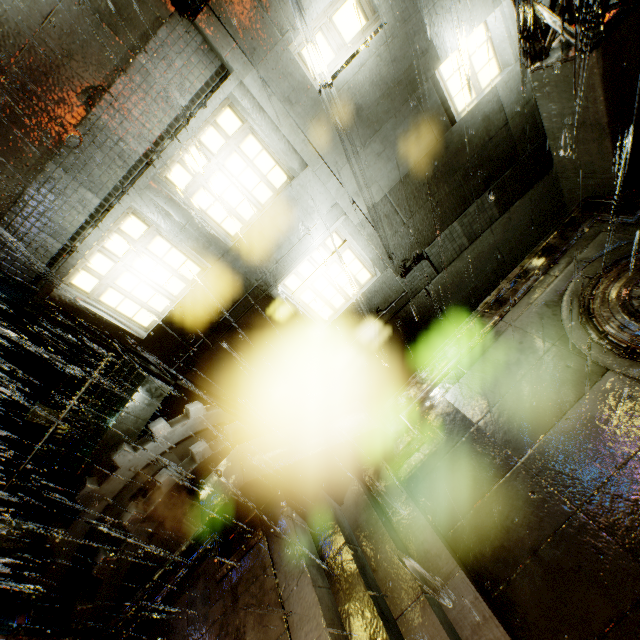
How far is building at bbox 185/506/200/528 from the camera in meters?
11.1

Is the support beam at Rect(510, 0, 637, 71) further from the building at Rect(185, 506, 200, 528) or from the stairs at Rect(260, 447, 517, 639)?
the stairs at Rect(260, 447, 517, 639)

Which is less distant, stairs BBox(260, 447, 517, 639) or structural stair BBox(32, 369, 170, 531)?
stairs BBox(260, 447, 517, 639)

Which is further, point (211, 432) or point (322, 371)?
point (211, 432)

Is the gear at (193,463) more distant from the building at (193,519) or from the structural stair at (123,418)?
the structural stair at (123,418)

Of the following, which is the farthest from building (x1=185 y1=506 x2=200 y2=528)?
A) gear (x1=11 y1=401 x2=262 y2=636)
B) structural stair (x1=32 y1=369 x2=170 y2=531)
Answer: gear (x1=11 y1=401 x2=262 y2=636)

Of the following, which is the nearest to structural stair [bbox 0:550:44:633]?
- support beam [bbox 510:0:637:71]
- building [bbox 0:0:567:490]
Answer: building [bbox 0:0:567:490]

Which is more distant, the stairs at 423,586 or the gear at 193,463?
the gear at 193,463
